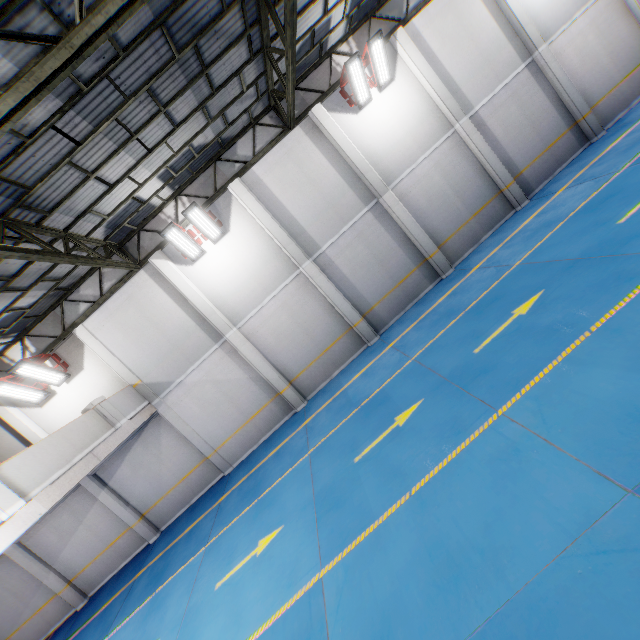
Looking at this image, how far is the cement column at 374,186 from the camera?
11.6 meters

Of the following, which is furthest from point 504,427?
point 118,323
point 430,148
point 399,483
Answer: point 118,323

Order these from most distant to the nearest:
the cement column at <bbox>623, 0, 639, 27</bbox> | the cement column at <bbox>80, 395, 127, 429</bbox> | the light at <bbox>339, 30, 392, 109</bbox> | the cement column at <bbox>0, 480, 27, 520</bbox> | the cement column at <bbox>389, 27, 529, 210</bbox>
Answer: the cement column at <bbox>623, 0, 639, 27</bbox>, the cement column at <bbox>389, 27, 529, 210</bbox>, the light at <bbox>339, 30, 392, 109</bbox>, the cement column at <bbox>80, 395, 127, 429</bbox>, the cement column at <bbox>0, 480, 27, 520</bbox>

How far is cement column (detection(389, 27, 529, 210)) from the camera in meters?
11.6

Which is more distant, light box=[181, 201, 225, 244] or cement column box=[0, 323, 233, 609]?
cement column box=[0, 323, 233, 609]

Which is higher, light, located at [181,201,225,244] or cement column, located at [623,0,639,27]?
light, located at [181,201,225,244]

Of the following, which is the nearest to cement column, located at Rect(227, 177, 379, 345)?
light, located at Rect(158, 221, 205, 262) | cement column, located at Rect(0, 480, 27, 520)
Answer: light, located at Rect(158, 221, 205, 262)

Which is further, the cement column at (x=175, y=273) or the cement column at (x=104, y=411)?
the cement column at (x=175, y=273)
